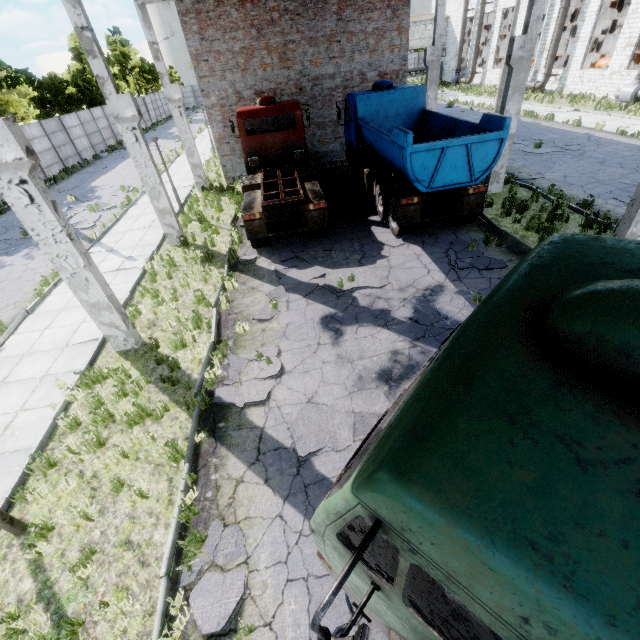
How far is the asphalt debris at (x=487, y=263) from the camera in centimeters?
885cm

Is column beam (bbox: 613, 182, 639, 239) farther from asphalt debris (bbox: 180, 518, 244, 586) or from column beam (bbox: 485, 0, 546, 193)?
column beam (bbox: 485, 0, 546, 193)

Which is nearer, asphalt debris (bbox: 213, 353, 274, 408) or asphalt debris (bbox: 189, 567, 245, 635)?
asphalt debris (bbox: 189, 567, 245, 635)

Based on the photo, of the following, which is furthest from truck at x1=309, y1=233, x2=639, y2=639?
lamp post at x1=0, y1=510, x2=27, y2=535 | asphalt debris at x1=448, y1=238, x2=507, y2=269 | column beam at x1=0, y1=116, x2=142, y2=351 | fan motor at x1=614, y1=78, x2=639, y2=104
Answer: fan motor at x1=614, y1=78, x2=639, y2=104

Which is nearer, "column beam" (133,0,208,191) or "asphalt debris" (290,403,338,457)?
A: "asphalt debris" (290,403,338,457)

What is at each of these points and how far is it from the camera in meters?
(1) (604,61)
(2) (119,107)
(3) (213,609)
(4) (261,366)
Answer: (1) cable machine, 28.0
(2) column beam, 9.8
(3) asphalt debris, 3.8
(4) asphalt debris, 6.9

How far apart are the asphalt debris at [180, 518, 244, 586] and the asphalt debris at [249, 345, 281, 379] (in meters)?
1.94

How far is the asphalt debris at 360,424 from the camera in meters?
5.5
